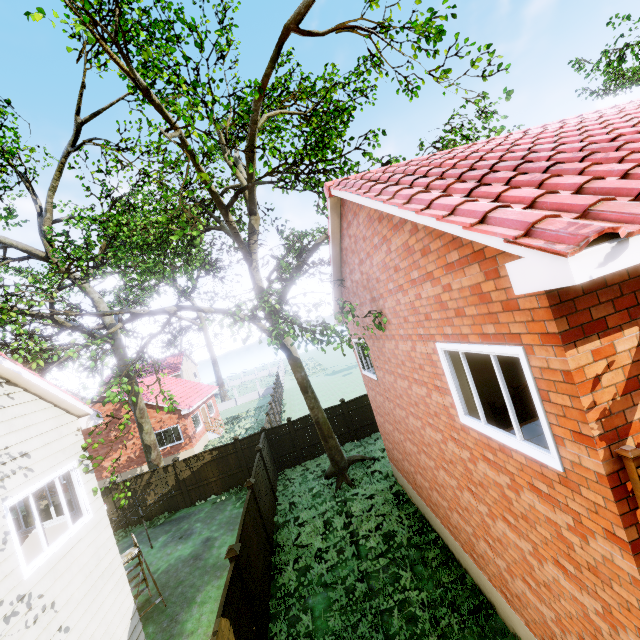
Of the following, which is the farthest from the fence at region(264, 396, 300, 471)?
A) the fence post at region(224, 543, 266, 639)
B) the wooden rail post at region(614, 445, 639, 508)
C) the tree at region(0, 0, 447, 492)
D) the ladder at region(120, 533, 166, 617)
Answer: the wooden rail post at region(614, 445, 639, 508)

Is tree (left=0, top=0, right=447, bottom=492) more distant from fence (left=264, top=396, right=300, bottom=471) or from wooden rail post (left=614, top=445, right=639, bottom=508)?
wooden rail post (left=614, top=445, right=639, bottom=508)

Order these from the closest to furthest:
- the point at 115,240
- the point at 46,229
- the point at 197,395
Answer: the point at 115,240 < the point at 46,229 < the point at 197,395

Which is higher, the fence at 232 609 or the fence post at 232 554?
the fence post at 232 554

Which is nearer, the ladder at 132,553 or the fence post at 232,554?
the fence post at 232,554

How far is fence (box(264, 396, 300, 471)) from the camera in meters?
17.0 m

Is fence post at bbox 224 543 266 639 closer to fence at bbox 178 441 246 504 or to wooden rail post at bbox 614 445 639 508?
fence at bbox 178 441 246 504

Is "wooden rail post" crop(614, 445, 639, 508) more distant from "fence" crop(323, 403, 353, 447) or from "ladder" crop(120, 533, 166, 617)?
"ladder" crop(120, 533, 166, 617)
